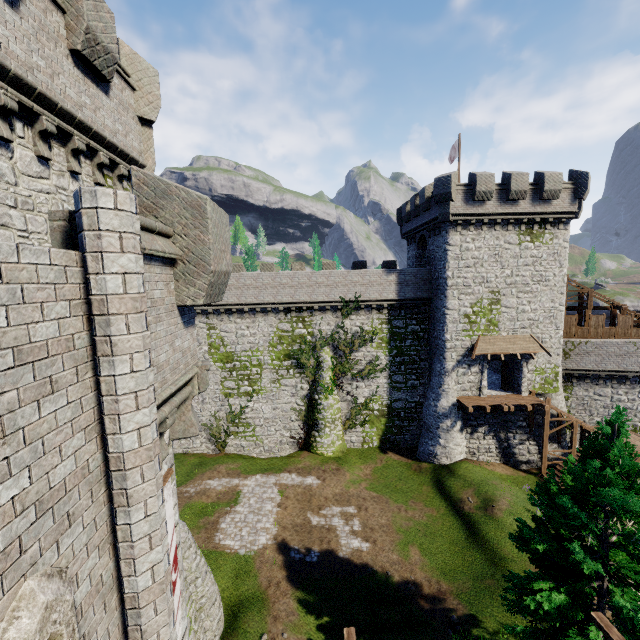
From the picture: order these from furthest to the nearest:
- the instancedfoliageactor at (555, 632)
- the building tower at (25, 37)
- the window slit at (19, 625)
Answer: the instancedfoliageactor at (555, 632) → the building tower at (25, 37) → the window slit at (19, 625)

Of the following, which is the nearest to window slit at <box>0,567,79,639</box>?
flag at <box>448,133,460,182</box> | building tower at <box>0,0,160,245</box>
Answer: building tower at <box>0,0,160,245</box>

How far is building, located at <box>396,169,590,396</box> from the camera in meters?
23.8 m

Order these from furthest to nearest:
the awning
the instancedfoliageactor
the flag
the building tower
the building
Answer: the flag
the awning
the building
the instancedfoliageactor
the building tower

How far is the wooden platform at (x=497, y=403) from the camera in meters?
24.1 m

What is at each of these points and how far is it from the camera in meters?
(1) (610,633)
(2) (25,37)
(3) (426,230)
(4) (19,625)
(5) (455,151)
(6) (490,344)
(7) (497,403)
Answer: (1) wooden support, 7.4 m
(2) building tower, 6.7 m
(3) building, 27.5 m
(4) window slit, 2.8 m
(5) flag, 26.7 m
(6) awning, 25.3 m
(7) wooden platform, 24.5 m

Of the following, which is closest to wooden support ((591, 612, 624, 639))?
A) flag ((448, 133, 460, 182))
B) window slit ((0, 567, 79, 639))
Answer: window slit ((0, 567, 79, 639))

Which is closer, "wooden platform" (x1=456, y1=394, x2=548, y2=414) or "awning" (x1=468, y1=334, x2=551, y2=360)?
"wooden platform" (x1=456, y1=394, x2=548, y2=414)
